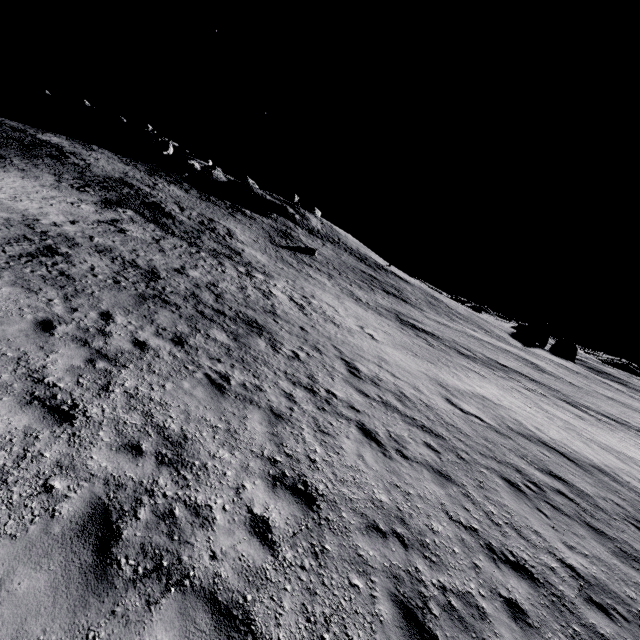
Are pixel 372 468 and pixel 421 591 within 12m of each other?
yes
